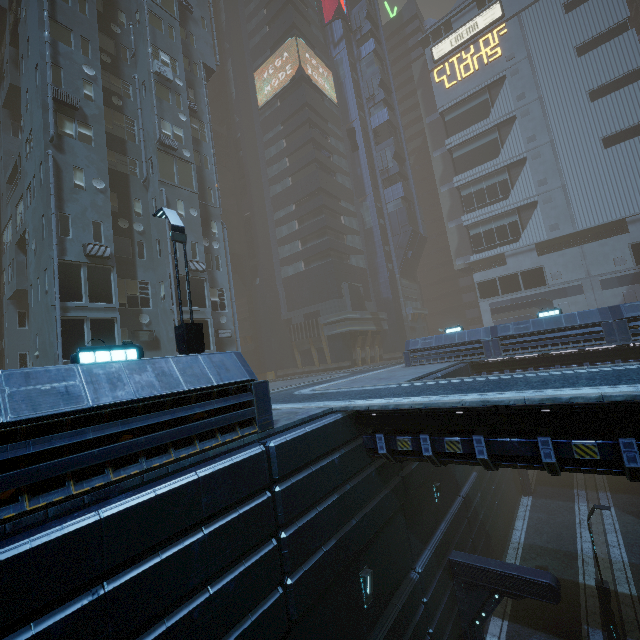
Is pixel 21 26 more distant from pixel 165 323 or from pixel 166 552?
pixel 166 552

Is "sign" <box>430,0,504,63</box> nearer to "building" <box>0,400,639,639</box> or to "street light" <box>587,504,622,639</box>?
"building" <box>0,400,639,639</box>

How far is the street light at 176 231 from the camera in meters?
9.0

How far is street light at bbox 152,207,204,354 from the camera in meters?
9.0 m

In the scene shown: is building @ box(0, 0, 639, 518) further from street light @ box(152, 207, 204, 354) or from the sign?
street light @ box(152, 207, 204, 354)

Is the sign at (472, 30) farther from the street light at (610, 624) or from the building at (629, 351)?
the street light at (610, 624)

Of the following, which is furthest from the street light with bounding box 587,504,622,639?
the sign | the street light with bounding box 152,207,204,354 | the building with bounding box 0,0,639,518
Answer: the sign

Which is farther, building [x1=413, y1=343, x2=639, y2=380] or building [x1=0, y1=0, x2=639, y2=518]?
building [x1=413, y1=343, x2=639, y2=380]
